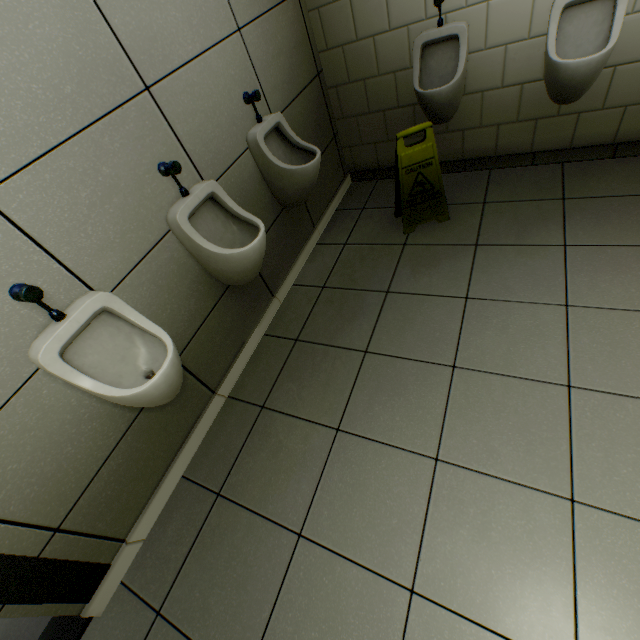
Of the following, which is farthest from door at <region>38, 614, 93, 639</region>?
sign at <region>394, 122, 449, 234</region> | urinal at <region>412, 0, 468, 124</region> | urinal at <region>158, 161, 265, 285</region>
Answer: urinal at <region>412, 0, 468, 124</region>

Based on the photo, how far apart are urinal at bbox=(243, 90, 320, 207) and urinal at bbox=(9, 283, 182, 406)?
1.3 meters

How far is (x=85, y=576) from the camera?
1.4 meters

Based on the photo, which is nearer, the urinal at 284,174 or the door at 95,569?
the door at 95,569

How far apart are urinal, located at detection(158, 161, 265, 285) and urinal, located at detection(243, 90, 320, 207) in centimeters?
47cm

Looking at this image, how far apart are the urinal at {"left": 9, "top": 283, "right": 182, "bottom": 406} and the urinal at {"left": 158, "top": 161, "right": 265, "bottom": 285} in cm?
Result: 46

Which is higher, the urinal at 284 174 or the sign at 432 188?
the urinal at 284 174

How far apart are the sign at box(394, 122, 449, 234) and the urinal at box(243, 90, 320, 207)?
0.54m
